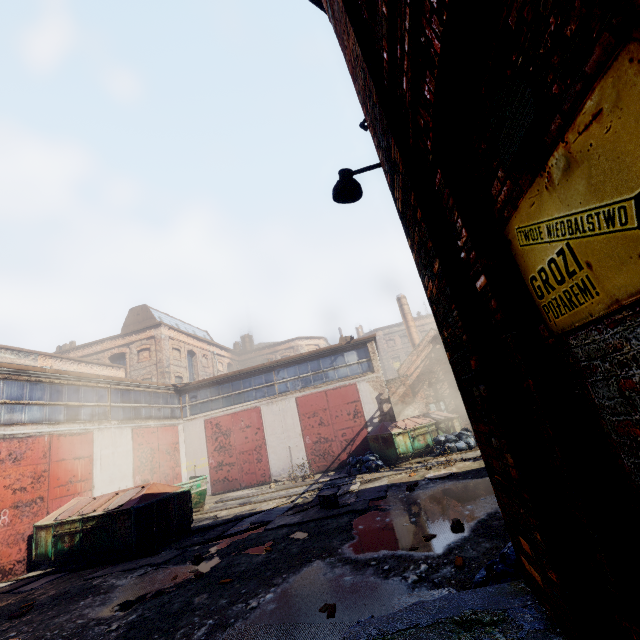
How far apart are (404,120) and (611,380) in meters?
2.3

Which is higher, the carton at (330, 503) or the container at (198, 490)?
the container at (198, 490)

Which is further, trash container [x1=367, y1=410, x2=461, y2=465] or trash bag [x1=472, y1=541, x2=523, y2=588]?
trash container [x1=367, y1=410, x2=461, y2=465]

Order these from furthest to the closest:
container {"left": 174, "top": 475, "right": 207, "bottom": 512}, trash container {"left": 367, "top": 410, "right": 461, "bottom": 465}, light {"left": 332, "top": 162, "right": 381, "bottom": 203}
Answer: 1. trash container {"left": 367, "top": 410, "right": 461, "bottom": 465}
2. container {"left": 174, "top": 475, "right": 207, "bottom": 512}
3. light {"left": 332, "top": 162, "right": 381, "bottom": 203}

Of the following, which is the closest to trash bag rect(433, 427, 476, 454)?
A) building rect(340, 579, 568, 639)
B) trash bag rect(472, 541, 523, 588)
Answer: building rect(340, 579, 568, 639)

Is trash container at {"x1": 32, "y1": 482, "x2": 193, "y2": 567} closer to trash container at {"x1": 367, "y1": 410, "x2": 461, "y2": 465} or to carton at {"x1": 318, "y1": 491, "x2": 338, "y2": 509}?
carton at {"x1": 318, "y1": 491, "x2": 338, "y2": 509}

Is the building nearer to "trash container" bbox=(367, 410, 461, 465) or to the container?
"trash container" bbox=(367, 410, 461, 465)

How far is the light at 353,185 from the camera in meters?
4.2
